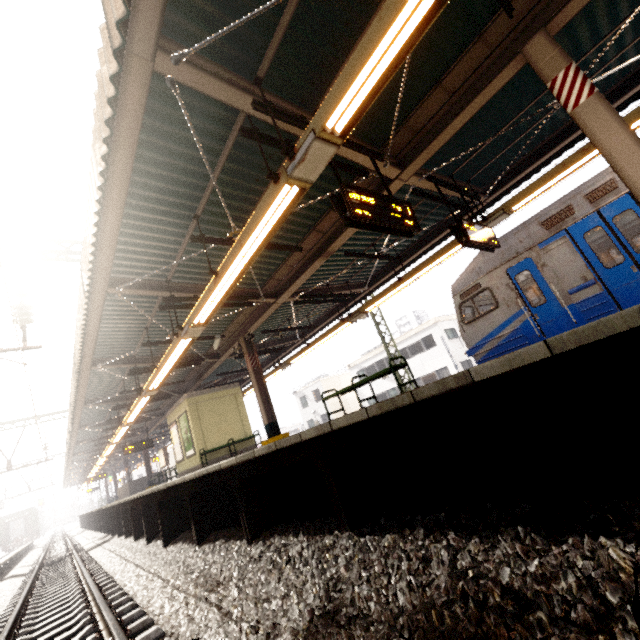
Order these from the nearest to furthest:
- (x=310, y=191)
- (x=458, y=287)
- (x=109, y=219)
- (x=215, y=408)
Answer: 1. (x=109, y=219)
2. (x=310, y=191)
3. (x=458, y=287)
4. (x=215, y=408)

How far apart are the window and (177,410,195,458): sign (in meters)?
21.14

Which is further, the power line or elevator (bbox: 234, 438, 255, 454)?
elevator (bbox: 234, 438, 255, 454)

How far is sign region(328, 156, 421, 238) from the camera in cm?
405

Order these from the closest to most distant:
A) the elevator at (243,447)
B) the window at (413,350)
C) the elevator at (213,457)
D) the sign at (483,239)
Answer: the sign at (483,239), the elevator at (213,457), the elevator at (243,447), the window at (413,350)

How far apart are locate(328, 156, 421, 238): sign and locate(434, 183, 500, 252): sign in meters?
1.6

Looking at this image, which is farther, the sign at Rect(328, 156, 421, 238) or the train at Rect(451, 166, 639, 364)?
the train at Rect(451, 166, 639, 364)

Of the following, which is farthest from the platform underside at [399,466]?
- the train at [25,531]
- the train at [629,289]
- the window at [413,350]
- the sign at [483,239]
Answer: the window at [413,350]
